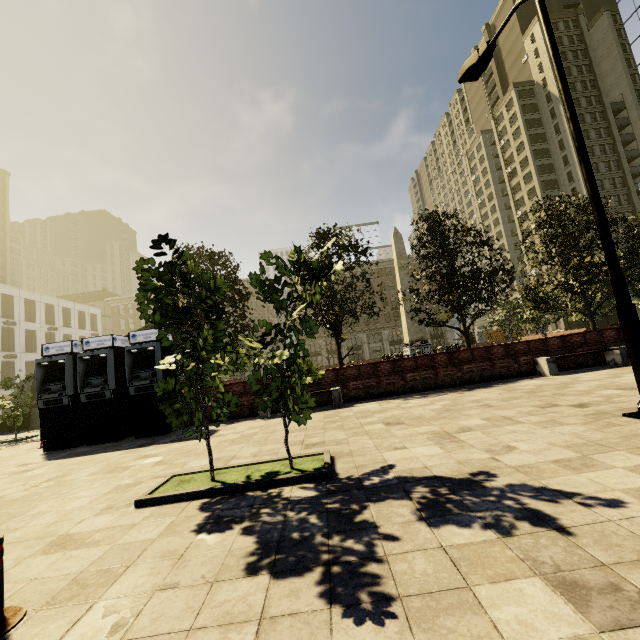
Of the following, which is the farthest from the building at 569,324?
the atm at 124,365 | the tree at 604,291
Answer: the atm at 124,365

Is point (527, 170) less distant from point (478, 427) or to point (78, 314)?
point (478, 427)

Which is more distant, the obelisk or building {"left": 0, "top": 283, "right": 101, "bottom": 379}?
building {"left": 0, "top": 283, "right": 101, "bottom": 379}

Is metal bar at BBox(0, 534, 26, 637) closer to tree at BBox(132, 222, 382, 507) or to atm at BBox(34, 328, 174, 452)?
tree at BBox(132, 222, 382, 507)

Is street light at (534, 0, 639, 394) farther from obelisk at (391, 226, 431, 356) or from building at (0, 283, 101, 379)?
building at (0, 283, 101, 379)

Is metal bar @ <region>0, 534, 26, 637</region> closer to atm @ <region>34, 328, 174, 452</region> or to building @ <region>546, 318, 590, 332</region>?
atm @ <region>34, 328, 174, 452</region>

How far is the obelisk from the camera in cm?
2581

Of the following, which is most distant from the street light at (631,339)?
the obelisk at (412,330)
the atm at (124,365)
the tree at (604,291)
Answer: the obelisk at (412,330)
